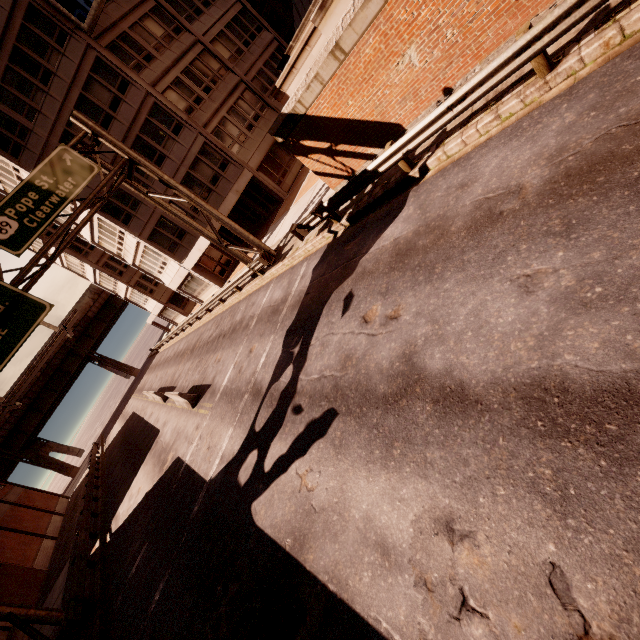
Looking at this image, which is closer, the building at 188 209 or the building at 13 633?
the building at 13 633

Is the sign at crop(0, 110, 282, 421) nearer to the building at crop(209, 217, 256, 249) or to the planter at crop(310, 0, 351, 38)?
the building at crop(209, 217, 256, 249)

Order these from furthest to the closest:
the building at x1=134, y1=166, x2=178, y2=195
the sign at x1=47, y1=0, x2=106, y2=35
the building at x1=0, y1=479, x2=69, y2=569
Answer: the building at x1=0, y1=479, x2=69, y2=569 < the building at x1=134, y1=166, x2=178, y2=195 < the sign at x1=47, y1=0, x2=106, y2=35

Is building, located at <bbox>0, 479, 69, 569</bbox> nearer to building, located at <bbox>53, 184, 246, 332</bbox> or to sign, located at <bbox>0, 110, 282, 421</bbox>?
sign, located at <bbox>0, 110, 282, 421</bbox>

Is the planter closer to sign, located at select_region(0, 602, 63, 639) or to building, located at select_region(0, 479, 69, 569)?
sign, located at select_region(0, 602, 63, 639)

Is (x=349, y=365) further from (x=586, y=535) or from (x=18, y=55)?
(x=18, y=55)

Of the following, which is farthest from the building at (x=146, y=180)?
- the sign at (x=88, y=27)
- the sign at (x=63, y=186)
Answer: the sign at (x=63, y=186)

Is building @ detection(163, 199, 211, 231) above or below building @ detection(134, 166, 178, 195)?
below
